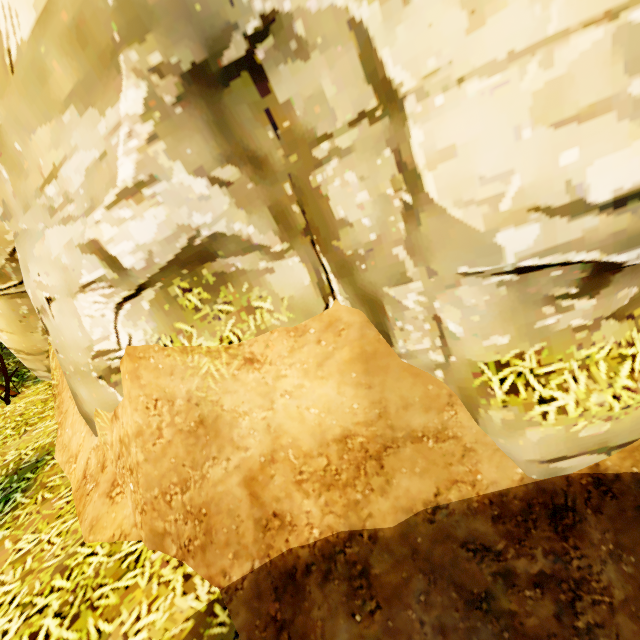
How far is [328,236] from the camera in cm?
253
